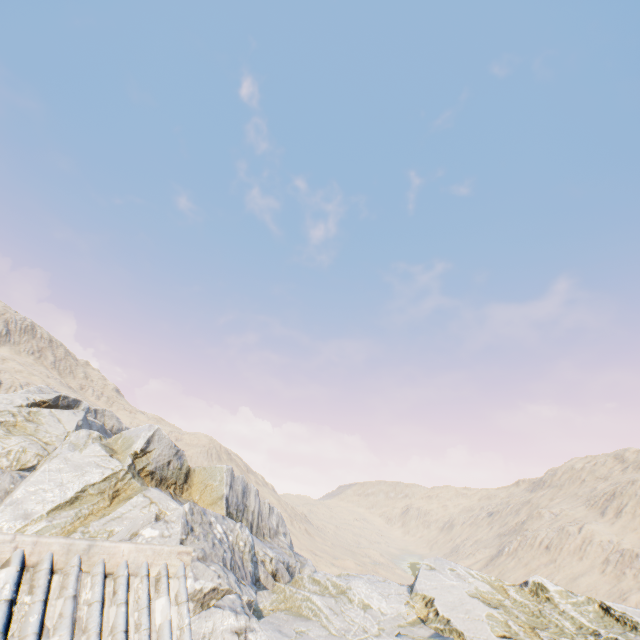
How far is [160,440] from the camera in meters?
23.1 m
